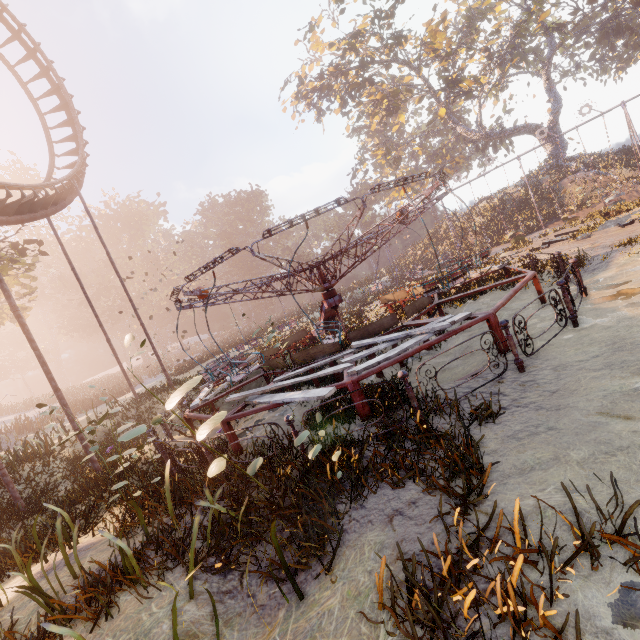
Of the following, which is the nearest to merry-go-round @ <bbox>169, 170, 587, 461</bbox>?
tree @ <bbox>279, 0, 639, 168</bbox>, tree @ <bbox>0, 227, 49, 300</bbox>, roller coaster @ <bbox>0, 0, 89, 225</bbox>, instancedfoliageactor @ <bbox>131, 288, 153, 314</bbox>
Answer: roller coaster @ <bbox>0, 0, 89, 225</bbox>

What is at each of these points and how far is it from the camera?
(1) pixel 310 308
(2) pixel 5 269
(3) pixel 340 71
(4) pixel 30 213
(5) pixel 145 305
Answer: (1) instancedfoliageactor, 35.8m
(2) tree, 19.7m
(3) tree, 30.9m
(4) roller coaster, 13.6m
(5) instancedfoliageactor, 58.7m

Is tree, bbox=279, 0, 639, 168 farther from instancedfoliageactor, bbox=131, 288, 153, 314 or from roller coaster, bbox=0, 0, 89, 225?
roller coaster, bbox=0, 0, 89, 225

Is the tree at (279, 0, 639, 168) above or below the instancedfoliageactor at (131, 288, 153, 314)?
above

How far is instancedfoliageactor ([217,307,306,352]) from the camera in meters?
12.8 m

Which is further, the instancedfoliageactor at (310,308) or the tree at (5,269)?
the instancedfoliageactor at (310,308)

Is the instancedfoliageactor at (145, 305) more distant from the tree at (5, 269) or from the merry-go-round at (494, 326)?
the tree at (5, 269)

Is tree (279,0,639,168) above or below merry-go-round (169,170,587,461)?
above
